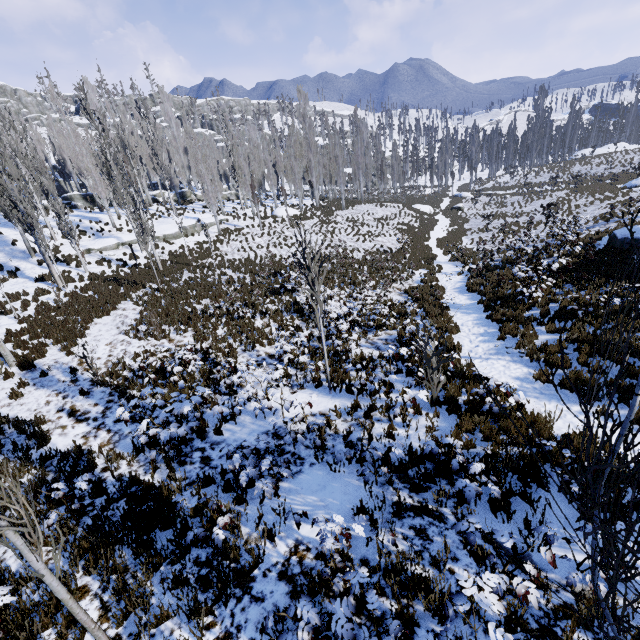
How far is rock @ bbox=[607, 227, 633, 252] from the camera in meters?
14.1 m

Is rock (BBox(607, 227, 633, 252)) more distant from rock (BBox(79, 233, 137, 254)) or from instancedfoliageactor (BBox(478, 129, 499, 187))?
rock (BBox(79, 233, 137, 254))

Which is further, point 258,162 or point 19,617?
point 258,162

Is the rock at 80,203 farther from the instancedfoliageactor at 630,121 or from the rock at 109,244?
the rock at 109,244

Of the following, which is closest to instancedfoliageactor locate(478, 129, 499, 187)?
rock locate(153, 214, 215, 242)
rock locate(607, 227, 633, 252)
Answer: rock locate(153, 214, 215, 242)

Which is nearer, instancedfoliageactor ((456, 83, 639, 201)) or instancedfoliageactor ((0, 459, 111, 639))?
instancedfoliageactor ((0, 459, 111, 639))

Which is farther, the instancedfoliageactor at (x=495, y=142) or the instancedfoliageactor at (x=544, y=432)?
the instancedfoliageactor at (x=495, y=142)

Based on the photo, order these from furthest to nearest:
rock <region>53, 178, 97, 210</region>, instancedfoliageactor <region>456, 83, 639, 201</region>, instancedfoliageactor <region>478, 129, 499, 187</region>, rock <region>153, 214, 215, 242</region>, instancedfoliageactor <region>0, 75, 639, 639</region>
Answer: instancedfoliageactor <region>478, 129, 499, 187</region>, rock <region>53, 178, 97, 210</region>, instancedfoliageactor <region>456, 83, 639, 201</region>, rock <region>153, 214, 215, 242</region>, instancedfoliageactor <region>0, 75, 639, 639</region>
